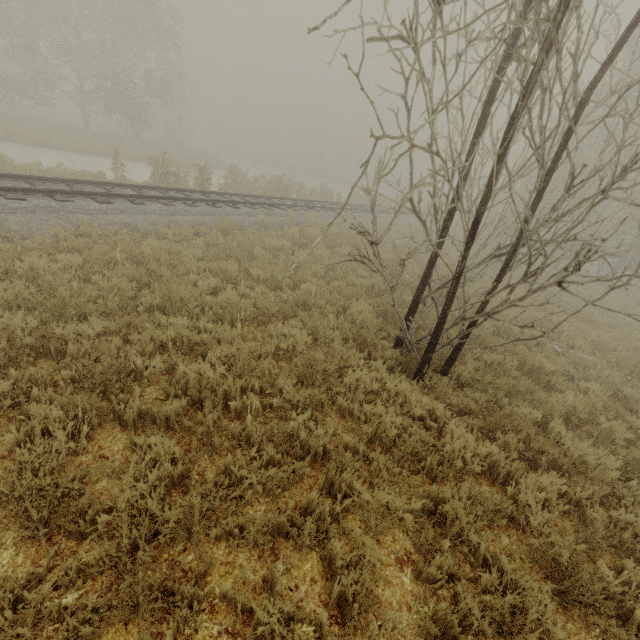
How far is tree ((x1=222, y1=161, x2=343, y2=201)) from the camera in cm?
1986

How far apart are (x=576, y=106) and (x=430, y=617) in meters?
6.0

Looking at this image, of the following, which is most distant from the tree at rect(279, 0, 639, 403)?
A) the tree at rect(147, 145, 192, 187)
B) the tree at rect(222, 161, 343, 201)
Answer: the tree at rect(222, 161, 343, 201)

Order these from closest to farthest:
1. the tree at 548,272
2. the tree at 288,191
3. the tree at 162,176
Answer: the tree at 548,272, the tree at 162,176, the tree at 288,191

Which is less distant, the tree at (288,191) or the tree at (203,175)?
the tree at (203,175)

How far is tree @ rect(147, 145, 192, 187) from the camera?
14.83m

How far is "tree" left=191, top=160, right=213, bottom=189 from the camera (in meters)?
16.05

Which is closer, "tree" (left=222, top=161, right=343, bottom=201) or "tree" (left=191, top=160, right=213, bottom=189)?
"tree" (left=191, top=160, right=213, bottom=189)
